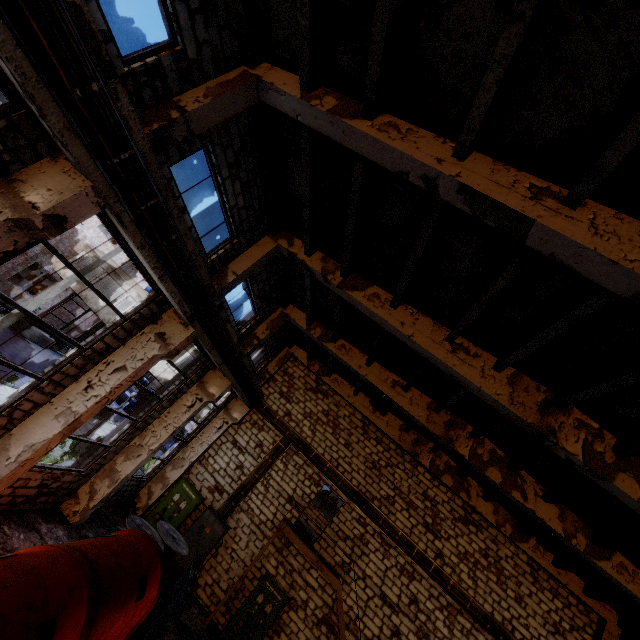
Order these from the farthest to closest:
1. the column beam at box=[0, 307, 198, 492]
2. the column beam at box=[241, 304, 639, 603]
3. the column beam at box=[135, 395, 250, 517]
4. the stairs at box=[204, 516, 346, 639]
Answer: the column beam at box=[135, 395, 250, 517]
the stairs at box=[204, 516, 346, 639]
the column beam at box=[241, 304, 639, 603]
the column beam at box=[0, 307, 198, 492]

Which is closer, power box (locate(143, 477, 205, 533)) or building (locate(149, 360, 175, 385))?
power box (locate(143, 477, 205, 533))

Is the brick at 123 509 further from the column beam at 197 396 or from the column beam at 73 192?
the column beam at 73 192

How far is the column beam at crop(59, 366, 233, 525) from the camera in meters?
10.3 m

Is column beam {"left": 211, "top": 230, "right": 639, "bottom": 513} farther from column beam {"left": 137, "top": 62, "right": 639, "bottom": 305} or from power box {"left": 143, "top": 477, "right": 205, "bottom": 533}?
power box {"left": 143, "top": 477, "right": 205, "bottom": 533}

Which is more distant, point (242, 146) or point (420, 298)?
point (420, 298)

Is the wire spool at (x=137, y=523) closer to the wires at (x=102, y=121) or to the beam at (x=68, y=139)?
the wires at (x=102, y=121)

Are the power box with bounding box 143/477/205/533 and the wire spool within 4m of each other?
yes
